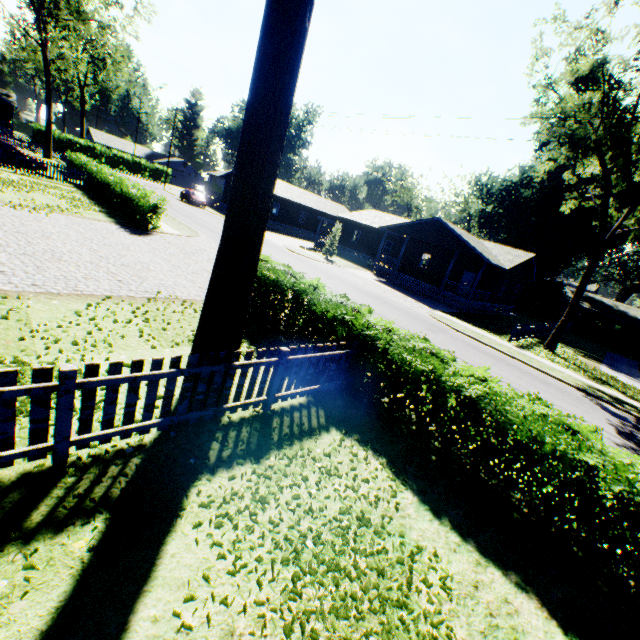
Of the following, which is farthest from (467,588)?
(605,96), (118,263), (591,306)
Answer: (591,306)

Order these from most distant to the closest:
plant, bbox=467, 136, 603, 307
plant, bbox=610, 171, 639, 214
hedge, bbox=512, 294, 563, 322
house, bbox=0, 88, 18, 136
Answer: house, bbox=0, 88, 18, 136
hedge, bbox=512, 294, 563, 322
plant, bbox=467, 136, 603, 307
plant, bbox=610, 171, 639, 214

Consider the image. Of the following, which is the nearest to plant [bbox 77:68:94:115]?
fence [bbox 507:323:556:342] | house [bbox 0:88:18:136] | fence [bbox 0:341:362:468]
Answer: house [bbox 0:88:18:136]

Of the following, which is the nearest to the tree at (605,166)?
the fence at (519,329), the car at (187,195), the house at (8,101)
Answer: the fence at (519,329)

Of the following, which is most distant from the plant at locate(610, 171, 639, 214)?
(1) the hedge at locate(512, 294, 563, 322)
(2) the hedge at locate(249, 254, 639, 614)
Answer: (2) the hedge at locate(249, 254, 639, 614)

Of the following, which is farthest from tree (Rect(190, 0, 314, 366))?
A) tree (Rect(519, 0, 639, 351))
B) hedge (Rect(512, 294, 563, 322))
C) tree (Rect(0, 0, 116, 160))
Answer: tree (Rect(0, 0, 116, 160))

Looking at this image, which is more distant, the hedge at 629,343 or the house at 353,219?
the hedge at 629,343

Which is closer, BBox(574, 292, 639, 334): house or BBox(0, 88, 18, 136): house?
BBox(574, 292, 639, 334): house
